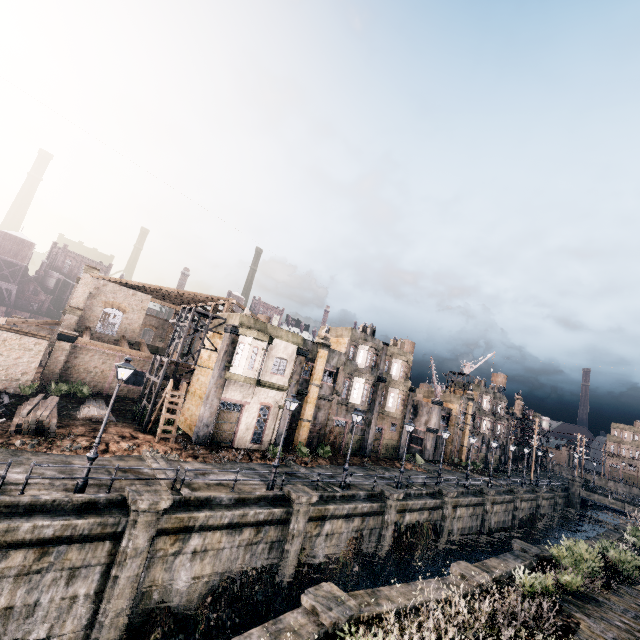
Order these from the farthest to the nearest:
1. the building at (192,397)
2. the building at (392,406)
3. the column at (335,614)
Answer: the building at (392,406) → the building at (192,397) → the column at (335,614)

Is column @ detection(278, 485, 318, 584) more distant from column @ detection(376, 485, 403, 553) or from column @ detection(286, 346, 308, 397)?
column @ detection(286, 346, 308, 397)

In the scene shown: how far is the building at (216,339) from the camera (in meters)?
28.30

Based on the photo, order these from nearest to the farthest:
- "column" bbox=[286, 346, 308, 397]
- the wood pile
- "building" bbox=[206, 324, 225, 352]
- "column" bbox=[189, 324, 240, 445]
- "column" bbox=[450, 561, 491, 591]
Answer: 1. "column" bbox=[450, 561, 491, 591]
2. the wood pile
3. "column" bbox=[189, 324, 240, 445]
4. "building" bbox=[206, 324, 225, 352]
5. "column" bbox=[286, 346, 308, 397]

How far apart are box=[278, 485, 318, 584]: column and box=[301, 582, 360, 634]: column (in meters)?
6.82

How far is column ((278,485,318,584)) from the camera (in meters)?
18.00

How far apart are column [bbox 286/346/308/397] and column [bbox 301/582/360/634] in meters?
17.4

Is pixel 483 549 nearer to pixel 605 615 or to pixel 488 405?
pixel 605 615
